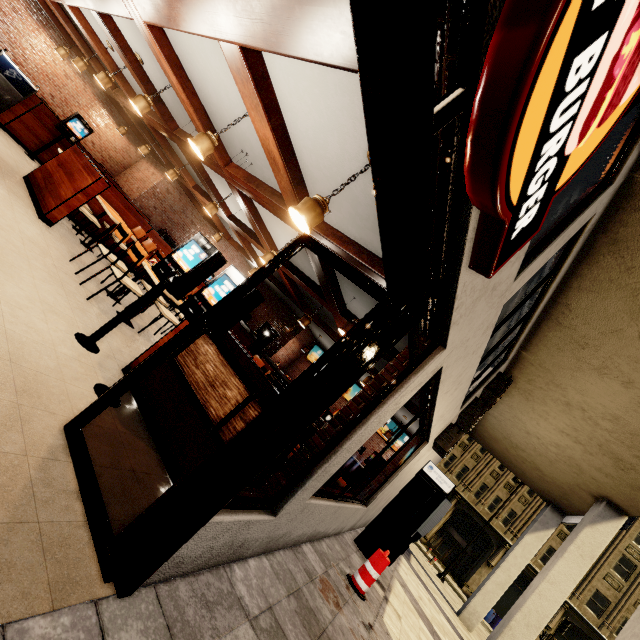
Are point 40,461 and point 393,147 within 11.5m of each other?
yes

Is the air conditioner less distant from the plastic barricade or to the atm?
the atm

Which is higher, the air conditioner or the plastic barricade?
the air conditioner

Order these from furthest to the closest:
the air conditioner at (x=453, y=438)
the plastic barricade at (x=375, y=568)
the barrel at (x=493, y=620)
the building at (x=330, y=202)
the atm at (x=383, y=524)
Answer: the barrel at (x=493, y=620) < the air conditioner at (x=453, y=438) < the atm at (x=383, y=524) < the plastic barricade at (x=375, y=568) < the building at (x=330, y=202)

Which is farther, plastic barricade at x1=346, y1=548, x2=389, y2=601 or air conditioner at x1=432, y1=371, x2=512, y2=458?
air conditioner at x1=432, y1=371, x2=512, y2=458

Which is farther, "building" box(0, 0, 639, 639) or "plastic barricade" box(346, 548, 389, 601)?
"plastic barricade" box(346, 548, 389, 601)

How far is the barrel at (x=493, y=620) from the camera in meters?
25.3

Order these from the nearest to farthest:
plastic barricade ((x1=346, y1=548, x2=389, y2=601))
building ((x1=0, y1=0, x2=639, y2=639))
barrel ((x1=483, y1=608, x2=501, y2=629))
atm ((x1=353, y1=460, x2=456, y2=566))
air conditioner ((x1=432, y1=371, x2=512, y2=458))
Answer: building ((x1=0, y1=0, x2=639, y2=639)), plastic barricade ((x1=346, y1=548, x2=389, y2=601)), atm ((x1=353, y1=460, x2=456, y2=566)), air conditioner ((x1=432, y1=371, x2=512, y2=458)), barrel ((x1=483, y1=608, x2=501, y2=629))
